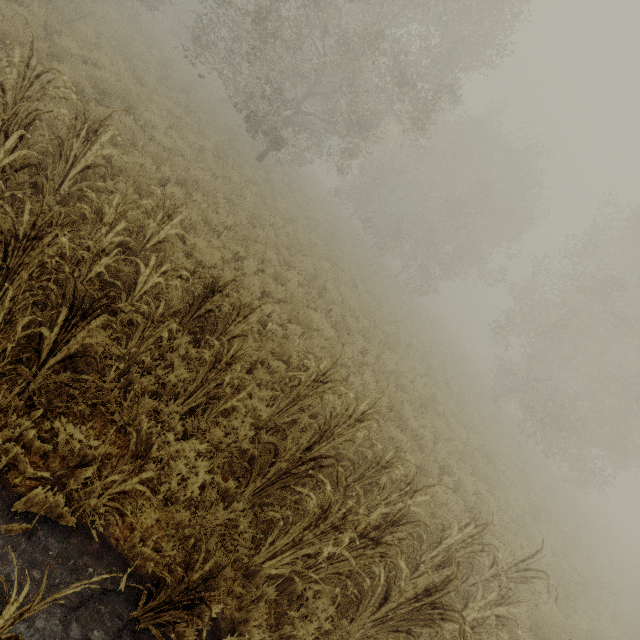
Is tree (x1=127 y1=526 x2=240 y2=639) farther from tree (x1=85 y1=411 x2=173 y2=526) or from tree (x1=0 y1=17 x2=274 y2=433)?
tree (x1=0 y1=17 x2=274 y2=433)

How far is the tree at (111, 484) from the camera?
2.55m

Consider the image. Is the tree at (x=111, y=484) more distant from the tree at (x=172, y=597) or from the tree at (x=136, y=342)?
the tree at (x=136, y=342)

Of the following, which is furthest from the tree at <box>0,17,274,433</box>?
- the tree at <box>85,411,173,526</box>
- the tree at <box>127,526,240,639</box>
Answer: the tree at <box>127,526,240,639</box>

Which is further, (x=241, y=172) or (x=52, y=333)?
(x=241, y=172)

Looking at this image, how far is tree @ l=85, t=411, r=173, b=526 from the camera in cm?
255
